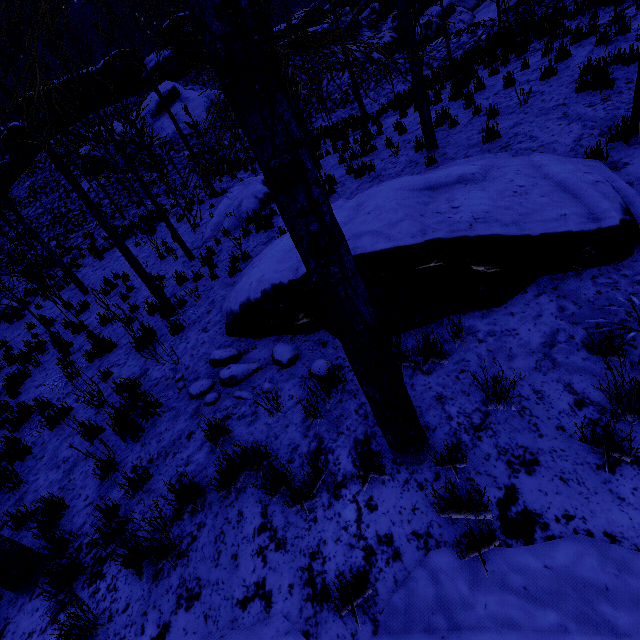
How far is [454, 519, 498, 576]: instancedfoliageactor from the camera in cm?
214

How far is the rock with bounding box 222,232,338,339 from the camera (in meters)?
4.38

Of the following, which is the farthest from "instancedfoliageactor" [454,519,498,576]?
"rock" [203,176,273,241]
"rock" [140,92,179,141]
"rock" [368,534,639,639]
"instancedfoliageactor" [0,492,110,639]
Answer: "rock" [140,92,179,141]

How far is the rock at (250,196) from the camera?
10.4 meters

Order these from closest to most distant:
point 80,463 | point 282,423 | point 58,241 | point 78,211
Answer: point 282,423, point 80,463, point 58,241, point 78,211

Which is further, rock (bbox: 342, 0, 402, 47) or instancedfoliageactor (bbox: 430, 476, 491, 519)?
rock (bbox: 342, 0, 402, 47)

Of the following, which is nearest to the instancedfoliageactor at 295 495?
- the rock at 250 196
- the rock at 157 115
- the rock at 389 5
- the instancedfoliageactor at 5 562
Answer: the instancedfoliageactor at 5 562

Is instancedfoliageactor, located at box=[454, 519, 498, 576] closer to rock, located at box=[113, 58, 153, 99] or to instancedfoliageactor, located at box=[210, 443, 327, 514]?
instancedfoliageactor, located at box=[210, 443, 327, 514]
